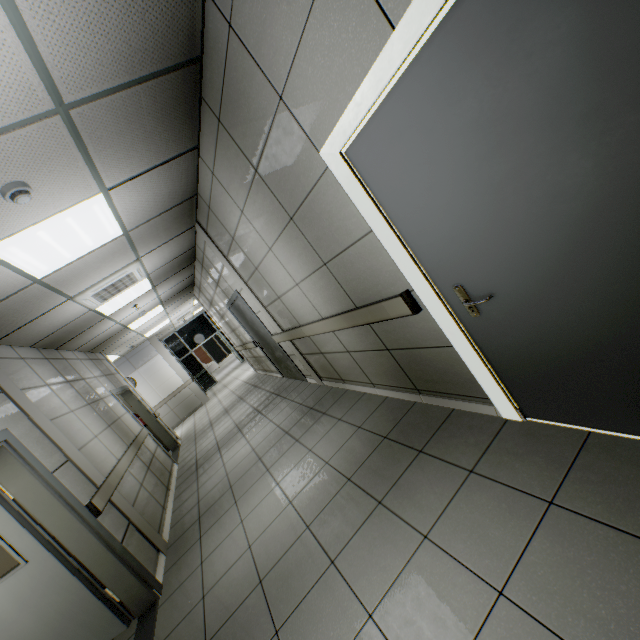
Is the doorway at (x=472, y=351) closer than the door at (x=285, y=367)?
Yes

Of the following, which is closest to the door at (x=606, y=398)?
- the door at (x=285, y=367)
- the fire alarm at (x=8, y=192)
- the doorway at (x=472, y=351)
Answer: the doorway at (x=472, y=351)

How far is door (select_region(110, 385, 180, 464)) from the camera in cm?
702

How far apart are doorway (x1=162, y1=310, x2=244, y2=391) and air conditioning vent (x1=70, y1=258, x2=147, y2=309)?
10.87m

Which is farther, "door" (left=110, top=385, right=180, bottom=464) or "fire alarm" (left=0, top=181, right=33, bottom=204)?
"door" (left=110, top=385, right=180, bottom=464)

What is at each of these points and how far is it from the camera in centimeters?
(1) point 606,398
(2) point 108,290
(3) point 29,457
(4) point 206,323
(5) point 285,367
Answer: (1) door, 158cm
(2) air conditioning vent, 480cm
(3) door, 297cm
(4) doorway, 1620cm
(5) door, 687cm

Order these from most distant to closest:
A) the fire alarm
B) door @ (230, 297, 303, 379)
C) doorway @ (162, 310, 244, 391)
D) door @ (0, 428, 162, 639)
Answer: doorway @ (162, 310, 244, 391) → door @ (230, 297, 303, 379) → door @ (0, 428, 162, 639) → the fire alarm

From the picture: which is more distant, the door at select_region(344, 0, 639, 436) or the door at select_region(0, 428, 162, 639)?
Result: the door at select_region(0, 428, 162, 639)
